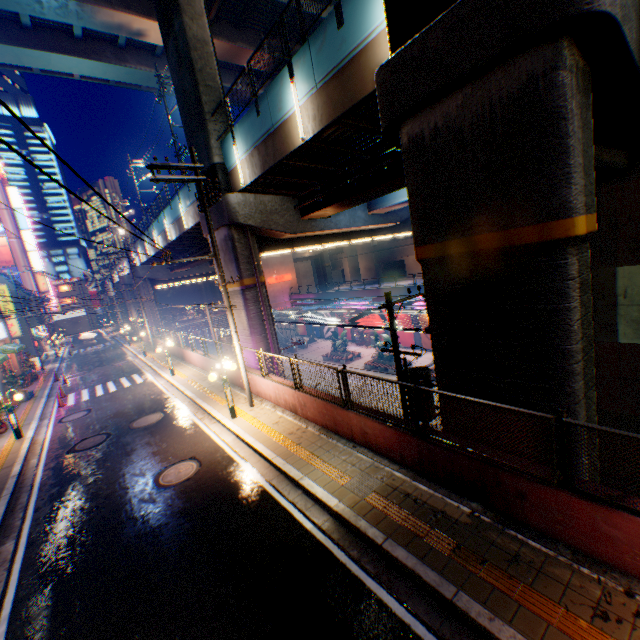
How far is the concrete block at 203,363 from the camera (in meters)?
17.59

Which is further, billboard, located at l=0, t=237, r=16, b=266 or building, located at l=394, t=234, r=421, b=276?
building, located at l=394, t=234, r=421, b=276

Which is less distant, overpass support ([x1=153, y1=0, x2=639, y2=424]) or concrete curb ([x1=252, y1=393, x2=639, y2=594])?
concrete curb ([x1=252, y1=393, x2=639, y2=594])

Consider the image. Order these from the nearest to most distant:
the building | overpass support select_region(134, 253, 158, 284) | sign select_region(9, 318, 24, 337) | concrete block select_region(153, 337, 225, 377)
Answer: concrete block select_region(153, 337, 225, 377)
sign select_region(9, 318, 24, 337)
overpass support select_region(134, 253, 158, 284)
the building

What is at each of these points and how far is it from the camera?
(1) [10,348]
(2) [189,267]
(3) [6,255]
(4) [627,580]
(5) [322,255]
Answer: (1) awning, 23.02m
(2) overpass support, 40.72m
(3) billboard, 49.62m
(4) concrete curb, 4.48m
(5) overpass support, 59.75m

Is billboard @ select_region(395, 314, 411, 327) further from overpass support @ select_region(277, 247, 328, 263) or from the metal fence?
overpass support @ select_region(277, 247, 328, 263)

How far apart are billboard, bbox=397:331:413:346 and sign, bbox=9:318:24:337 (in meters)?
38.96

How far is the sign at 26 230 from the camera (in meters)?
52.47
